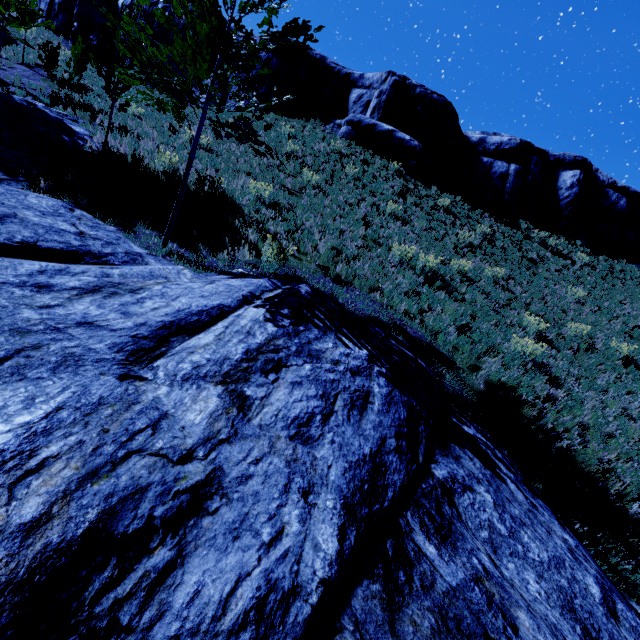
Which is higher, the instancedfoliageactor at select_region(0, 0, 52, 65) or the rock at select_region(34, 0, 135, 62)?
the rock at select_region(34, 0, 135, 62)

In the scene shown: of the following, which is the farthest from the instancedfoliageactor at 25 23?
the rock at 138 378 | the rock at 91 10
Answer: the rock at 91 10

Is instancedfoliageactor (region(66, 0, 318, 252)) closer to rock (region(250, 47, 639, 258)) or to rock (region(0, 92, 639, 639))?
rock (region(0, 92, 639, 639))

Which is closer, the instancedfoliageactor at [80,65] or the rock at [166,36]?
the instancedfoliageactor at [80,65]

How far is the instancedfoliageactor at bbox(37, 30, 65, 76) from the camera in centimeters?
1841cm

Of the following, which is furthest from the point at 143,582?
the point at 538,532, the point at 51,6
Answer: the point at 51,6
